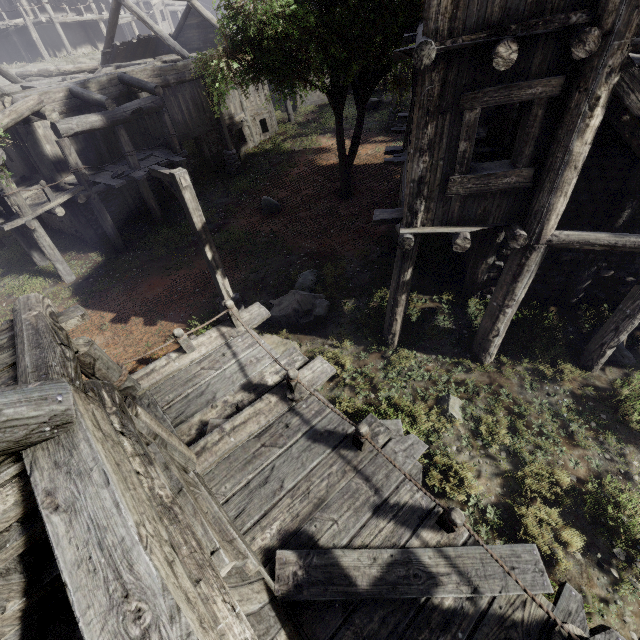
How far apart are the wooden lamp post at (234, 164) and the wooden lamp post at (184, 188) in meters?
10.9 m

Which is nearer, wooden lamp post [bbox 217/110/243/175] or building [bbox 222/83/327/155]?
wooden lamp post [bbox 217/110/243/175]

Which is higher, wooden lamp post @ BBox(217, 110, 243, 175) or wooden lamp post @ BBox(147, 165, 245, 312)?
wooden lamp post @ BBox(147, 165, 245, 312)

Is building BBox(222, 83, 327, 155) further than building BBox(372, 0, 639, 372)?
Yes

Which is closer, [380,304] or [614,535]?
[614,535]

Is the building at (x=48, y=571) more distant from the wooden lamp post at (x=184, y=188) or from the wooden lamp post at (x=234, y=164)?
the wooden lamp post at (x=184, y=188)

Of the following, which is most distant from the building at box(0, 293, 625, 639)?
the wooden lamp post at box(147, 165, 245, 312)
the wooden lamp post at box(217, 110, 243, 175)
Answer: the wooden lamp post at box(147, 165, 245, 312)
